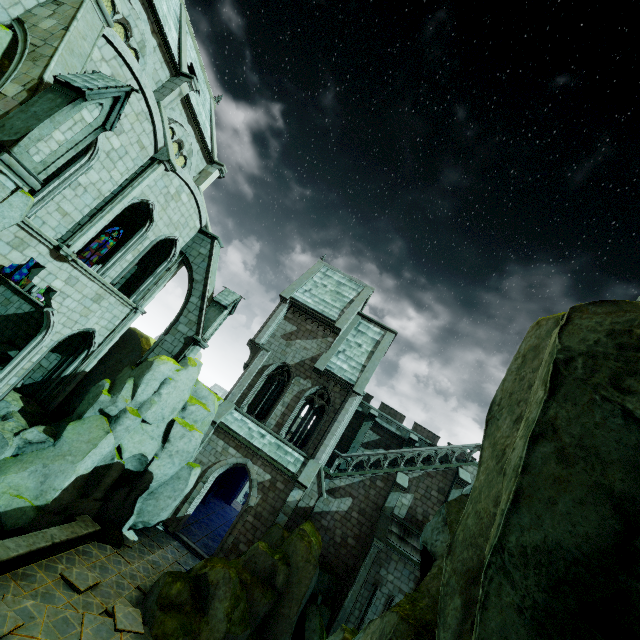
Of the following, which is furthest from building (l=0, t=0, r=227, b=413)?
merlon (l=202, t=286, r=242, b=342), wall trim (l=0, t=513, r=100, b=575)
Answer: wall trim (l=0, t=513, r=100, b=575)

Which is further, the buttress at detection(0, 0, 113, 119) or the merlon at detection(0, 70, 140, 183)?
the buttress at detection(0, 0, 113, 119)

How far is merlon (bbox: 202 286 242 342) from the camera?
18.52m

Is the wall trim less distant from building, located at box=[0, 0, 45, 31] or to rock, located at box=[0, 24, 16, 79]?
rock, located at box=[0, 24, 16, 79]

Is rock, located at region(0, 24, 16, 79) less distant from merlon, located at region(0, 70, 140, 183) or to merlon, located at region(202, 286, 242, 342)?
merlon, located at region(0, 70, 140, 183)

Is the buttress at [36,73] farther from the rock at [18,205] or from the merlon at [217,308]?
the merlon at [217,308]

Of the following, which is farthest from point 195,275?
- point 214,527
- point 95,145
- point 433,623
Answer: point 433,623

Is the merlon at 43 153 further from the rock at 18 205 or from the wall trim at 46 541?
the wall trim at 46 541
